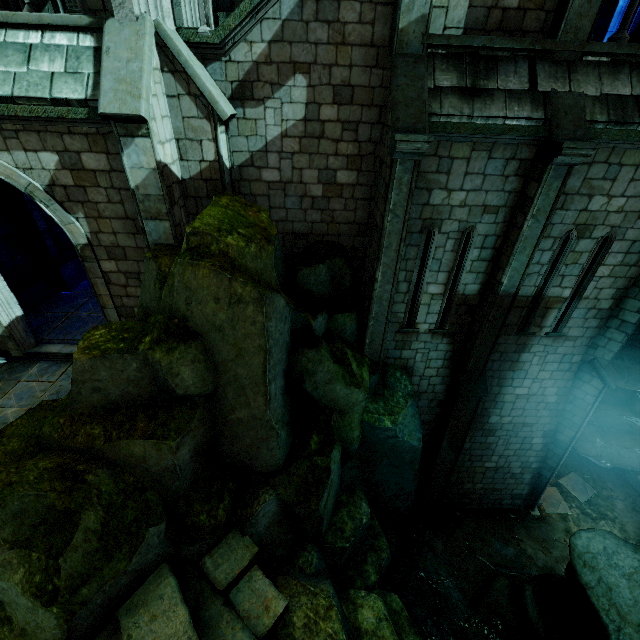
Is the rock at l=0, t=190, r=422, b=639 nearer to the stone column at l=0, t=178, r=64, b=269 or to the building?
the building

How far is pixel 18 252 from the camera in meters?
10.9 m

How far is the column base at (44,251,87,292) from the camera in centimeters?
1171cm

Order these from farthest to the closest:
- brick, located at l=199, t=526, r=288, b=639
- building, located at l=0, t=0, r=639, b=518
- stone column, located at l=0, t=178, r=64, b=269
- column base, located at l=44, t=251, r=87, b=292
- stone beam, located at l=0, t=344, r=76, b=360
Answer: column base, located at l=44, t=251, r=87, b=292 < stone column, located at l=0, t=178, r=64, b=269 < stone beam, located at l=0, t=344, r=76, b=360 < building, located at l=0, t=0, r=639, b=518 < brick, located at l=199, t=526, r=288, b=639

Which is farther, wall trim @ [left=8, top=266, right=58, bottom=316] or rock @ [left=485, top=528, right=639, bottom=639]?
wall trim @ [left=8, top=266, right=58, bottom=316]

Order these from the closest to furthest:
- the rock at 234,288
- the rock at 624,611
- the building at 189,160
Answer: the rock at 234,288 < the building at 189,160 < the rock at 624,611

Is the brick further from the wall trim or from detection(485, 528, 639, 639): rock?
the wall trim

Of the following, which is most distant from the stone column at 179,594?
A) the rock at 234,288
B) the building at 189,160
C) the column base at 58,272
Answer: the column base at 58,272
